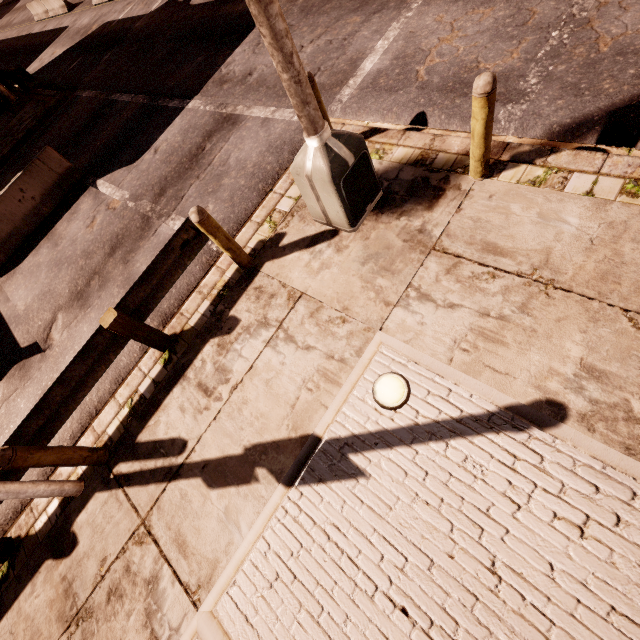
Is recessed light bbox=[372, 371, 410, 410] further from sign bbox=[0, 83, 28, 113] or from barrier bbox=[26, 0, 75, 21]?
barrier bbox=[26, 0, 75, 21]

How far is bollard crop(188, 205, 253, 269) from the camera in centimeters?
410cm

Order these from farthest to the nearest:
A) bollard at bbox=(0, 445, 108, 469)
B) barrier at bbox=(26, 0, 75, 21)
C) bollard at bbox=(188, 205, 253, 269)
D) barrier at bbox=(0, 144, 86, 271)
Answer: barrier at bbox=(26, 0, 75, 21) → barrier at bbox=(0, 144, 86, 271) → bollard at bbox=(188, 205, 253, 269) → bollard at bbox=(0, 445, 108, 469)

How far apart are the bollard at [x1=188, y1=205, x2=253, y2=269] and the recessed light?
2.7 meters

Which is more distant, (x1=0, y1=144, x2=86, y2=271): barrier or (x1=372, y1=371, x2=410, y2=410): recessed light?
(x1=0, y1=144, x2=86, y2=271): barrier

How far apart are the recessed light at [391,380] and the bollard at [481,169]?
2.77m

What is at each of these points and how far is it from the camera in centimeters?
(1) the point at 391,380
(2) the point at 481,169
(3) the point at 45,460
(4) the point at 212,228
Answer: (1) recessed light, 341cm
(2) bollard, 402cm
(3) bollard, 388cm
(4) bollard, 428cm

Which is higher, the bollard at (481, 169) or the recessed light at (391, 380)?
the bollard at (481, 169)
